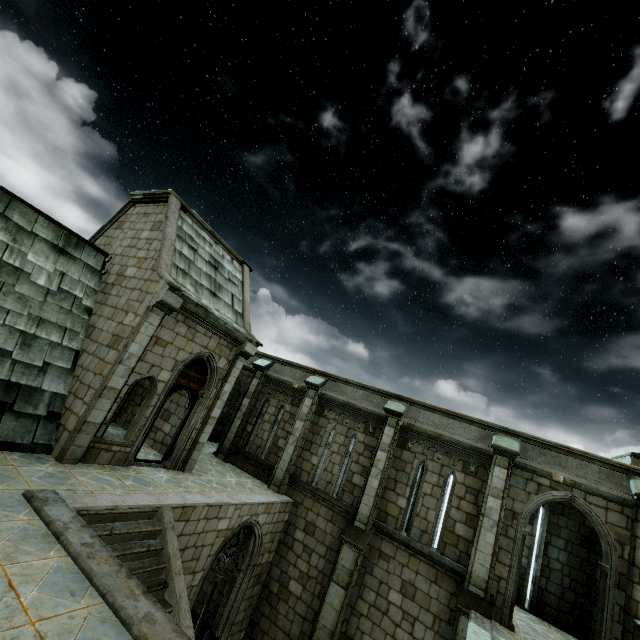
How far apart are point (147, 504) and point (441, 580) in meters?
8.9
